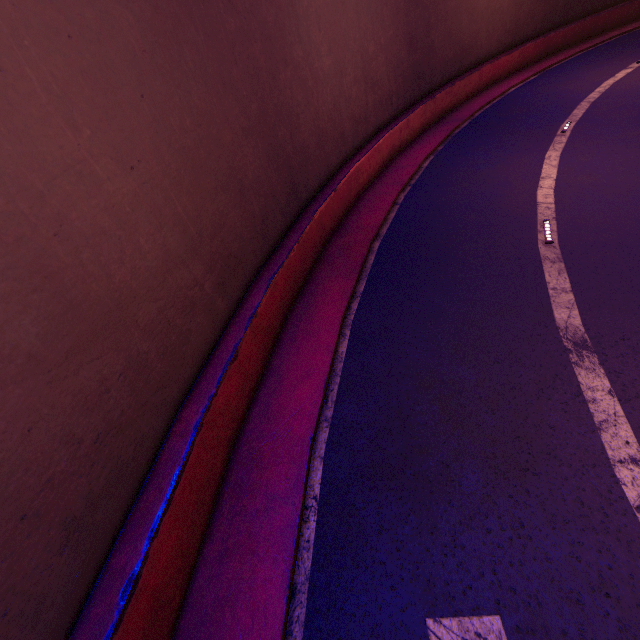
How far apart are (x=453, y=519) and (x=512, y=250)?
7.3 meters
